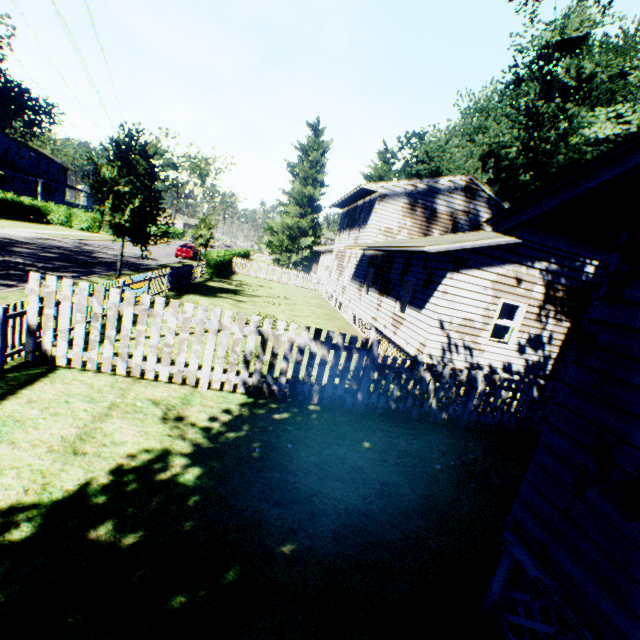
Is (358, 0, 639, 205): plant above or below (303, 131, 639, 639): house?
above

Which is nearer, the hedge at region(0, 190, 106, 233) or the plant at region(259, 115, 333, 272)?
→ the hedge at region(0, 190, 106, 233)

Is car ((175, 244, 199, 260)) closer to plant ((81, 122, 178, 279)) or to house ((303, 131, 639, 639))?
plant ((81, 122, 178, 279))

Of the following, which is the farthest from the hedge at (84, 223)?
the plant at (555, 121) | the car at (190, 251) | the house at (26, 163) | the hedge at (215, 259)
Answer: the hedge at (215, 259)

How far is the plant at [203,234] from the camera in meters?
32.3

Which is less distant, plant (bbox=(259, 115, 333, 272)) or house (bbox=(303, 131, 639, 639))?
house (bbox=(303, 131, 639, 639))

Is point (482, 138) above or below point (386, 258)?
above

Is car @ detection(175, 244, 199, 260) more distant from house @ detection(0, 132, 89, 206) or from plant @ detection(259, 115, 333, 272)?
house @ detection(0, 132, 89, 206)
